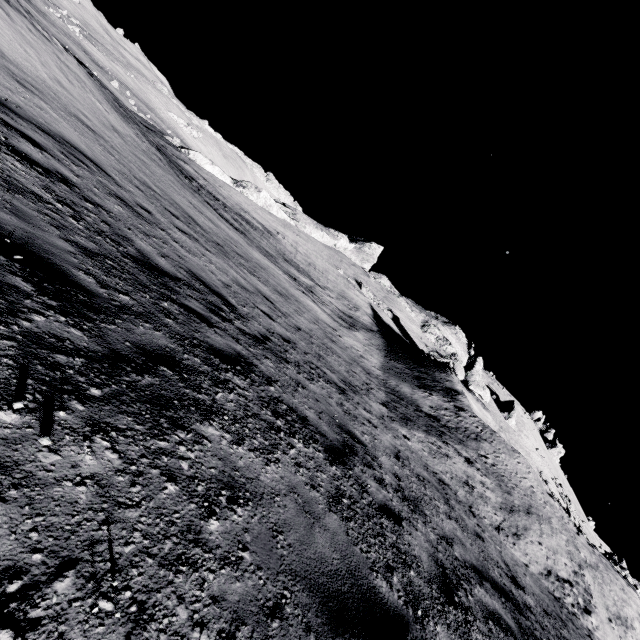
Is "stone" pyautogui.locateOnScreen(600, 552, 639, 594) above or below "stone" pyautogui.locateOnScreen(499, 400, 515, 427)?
below

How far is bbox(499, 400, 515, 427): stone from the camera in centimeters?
4762cm

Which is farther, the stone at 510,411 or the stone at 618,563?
the stone at 510,411

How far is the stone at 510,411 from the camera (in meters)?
47.62

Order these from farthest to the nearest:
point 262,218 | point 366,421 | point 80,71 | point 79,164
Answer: point 262,218 < point 80,71 < point 366,421 < point 79,164

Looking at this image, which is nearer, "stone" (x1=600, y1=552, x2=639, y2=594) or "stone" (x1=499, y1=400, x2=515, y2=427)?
"stone" (x1=600, y1=552, x2=639, y2=594)
